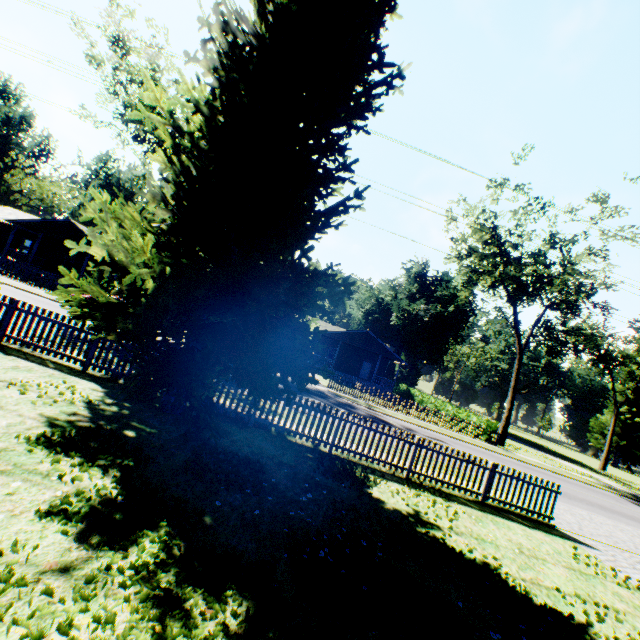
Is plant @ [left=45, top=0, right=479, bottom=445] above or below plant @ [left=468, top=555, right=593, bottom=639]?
above

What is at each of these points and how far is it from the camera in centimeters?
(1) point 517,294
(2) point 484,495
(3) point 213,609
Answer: (1) tree, 2750cm
(2) fence, 990cm
(3) plant, 324cm

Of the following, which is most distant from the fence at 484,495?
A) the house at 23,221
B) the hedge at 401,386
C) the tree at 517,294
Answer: the house at 23,221

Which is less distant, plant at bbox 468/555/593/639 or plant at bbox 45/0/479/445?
plant at bbox 468/555/593/639

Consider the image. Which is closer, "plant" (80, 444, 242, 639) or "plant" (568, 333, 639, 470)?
"plant" (80, 444, 242, 639)

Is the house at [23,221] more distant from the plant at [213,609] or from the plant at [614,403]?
the plant at [614,403]

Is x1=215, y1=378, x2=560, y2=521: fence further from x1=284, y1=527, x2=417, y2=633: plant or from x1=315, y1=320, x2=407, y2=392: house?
x1=315, y1=320, x2=407, y2=392: house

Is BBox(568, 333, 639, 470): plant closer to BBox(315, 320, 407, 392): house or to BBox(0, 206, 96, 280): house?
BBox(315, 320, 407, 392): house
